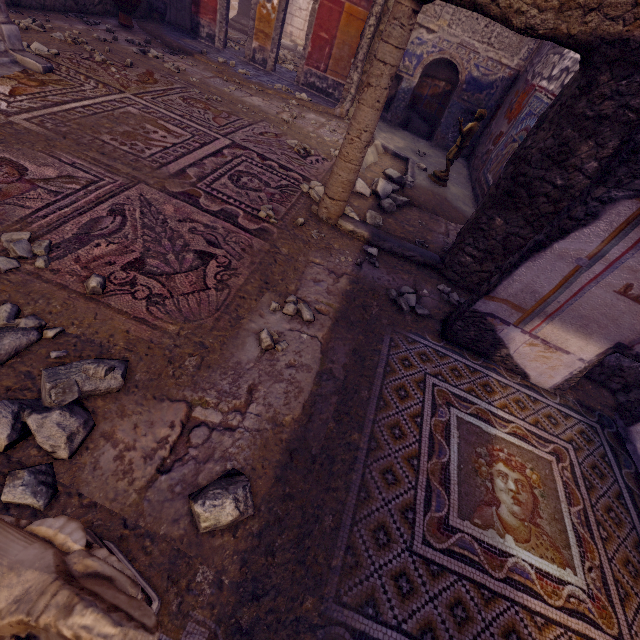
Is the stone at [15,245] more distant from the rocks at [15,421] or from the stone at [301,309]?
the stone at [301,309]

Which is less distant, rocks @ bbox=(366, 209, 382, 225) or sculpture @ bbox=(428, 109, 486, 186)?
rocks @ bbox=(366, 209, 382, 225)

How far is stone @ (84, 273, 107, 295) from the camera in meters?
2.1 m

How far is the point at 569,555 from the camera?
2.0m

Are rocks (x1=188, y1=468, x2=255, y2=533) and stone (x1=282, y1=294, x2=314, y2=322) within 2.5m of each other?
A: yes

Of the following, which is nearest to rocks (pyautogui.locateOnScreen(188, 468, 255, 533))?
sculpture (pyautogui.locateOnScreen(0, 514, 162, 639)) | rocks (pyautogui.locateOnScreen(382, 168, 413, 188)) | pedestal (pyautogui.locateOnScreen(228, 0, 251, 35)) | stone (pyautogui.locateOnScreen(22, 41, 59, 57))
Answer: sculpture (pyautogui.locateOnScreen(0, 514, 162, 639))

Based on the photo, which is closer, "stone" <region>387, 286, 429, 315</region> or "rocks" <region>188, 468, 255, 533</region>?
"rocks" <region>188, 468, 255, 533</region>

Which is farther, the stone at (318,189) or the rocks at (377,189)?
the rocks at (377,189)
